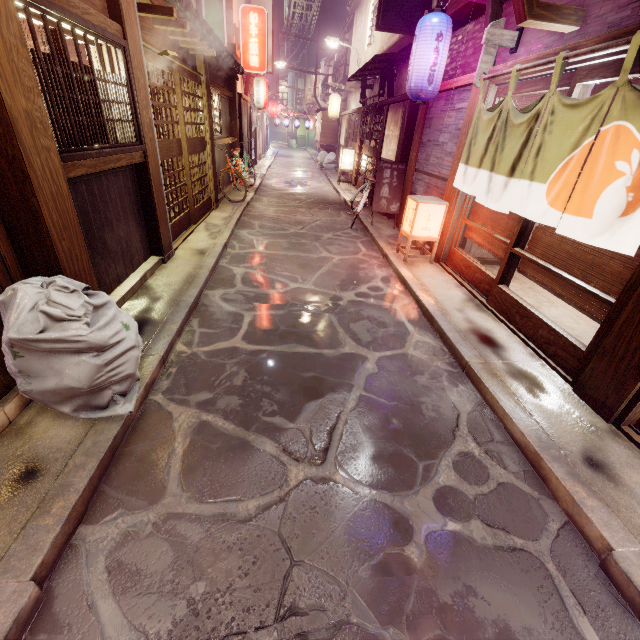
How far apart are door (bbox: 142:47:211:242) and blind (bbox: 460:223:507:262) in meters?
9.4 m

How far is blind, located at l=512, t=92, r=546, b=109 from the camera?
7.4 meters

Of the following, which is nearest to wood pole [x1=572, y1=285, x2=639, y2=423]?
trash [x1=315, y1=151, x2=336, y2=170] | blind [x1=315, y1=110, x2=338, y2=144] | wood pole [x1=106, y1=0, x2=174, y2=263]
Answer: wood pole [x1=106, y1=0, x2=174, y2=263]

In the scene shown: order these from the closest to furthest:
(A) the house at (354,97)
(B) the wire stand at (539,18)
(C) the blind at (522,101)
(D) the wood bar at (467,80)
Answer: (B) the wire stand at (539,18)
(C) the blind at (522,101)
(D) the wood bar at (467,80)
(A) the house at (354,97)

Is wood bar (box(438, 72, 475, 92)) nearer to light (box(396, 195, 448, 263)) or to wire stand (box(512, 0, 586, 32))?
→ wire stand (box(512, 0, 586, 32))

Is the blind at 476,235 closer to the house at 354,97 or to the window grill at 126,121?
the house at 354,97

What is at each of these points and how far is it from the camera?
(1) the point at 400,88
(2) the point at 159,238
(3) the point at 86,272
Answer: (1) house, 16.9 meters
(2) wood pole, 8.9 meters
(3) wood pole, 5.5 meters

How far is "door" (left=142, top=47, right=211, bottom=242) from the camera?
9.3m
